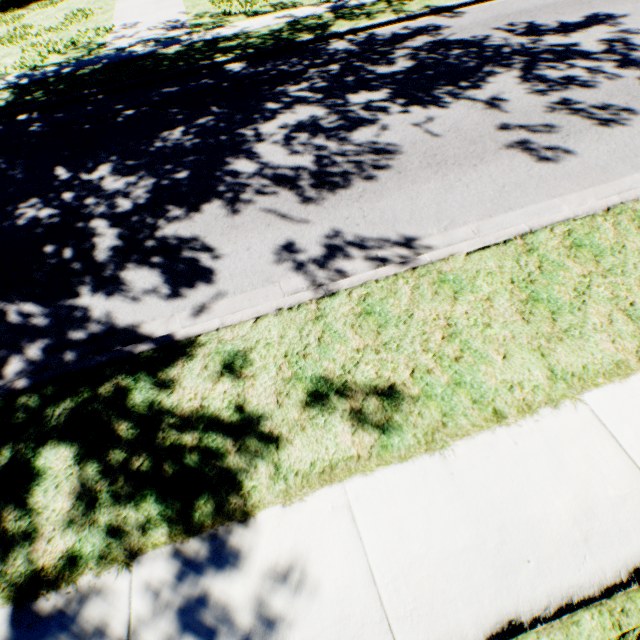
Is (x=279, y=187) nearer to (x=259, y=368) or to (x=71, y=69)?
(x=259, y=368)
